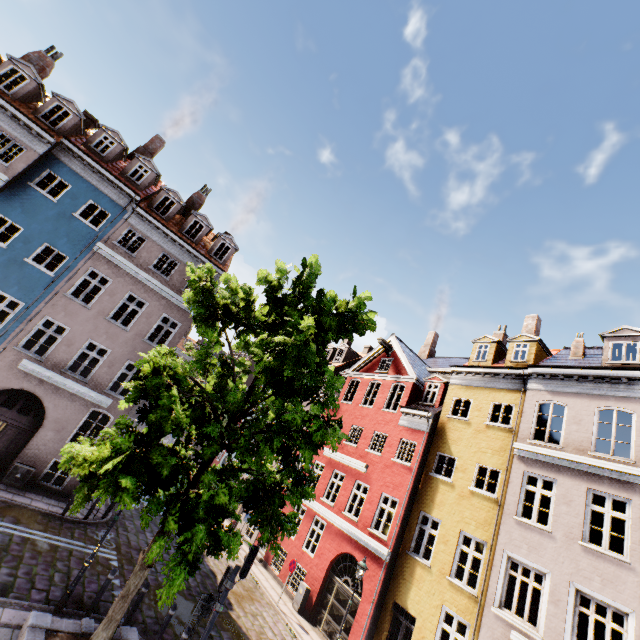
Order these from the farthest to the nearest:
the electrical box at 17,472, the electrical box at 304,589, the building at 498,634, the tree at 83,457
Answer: the electrical box at 304,589, the electrical box at 17,472, the building at 498,634, the tree at 83,457

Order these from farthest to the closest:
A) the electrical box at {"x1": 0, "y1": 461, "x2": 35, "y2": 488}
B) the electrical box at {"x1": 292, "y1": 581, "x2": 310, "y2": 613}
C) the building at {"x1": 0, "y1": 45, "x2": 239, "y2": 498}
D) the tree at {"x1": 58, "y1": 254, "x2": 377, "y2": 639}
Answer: the electrical box at {"x1": 292, "y1": 581, "x2": 310, "y2": 613}
the building at {"x1": 0, "y1": 45, "x2": 239, "y2": 498}
the electrical box at {"x1": 0, "y1": 461, "x2": 35, "y2": 488}
the tree at {"x1": 58, "y1": 254, "x2": 377, "y2": 639}

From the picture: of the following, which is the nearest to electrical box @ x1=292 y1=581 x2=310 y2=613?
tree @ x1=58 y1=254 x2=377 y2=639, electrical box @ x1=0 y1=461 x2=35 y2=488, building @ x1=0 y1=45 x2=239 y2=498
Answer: building @ x1=0 y1=45 x2=239 y2=498

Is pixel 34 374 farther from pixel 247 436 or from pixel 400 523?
pixel 400 523

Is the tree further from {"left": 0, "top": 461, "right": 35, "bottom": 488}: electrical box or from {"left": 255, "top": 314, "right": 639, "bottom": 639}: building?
{"left": 0, "top": 461, "right": 35, "bottom": 488}: electrical box

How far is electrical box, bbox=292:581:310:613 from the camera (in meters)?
15.44

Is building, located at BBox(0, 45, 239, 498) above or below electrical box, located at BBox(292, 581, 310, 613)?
Result: above

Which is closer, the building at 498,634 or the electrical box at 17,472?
the building at 498,634
